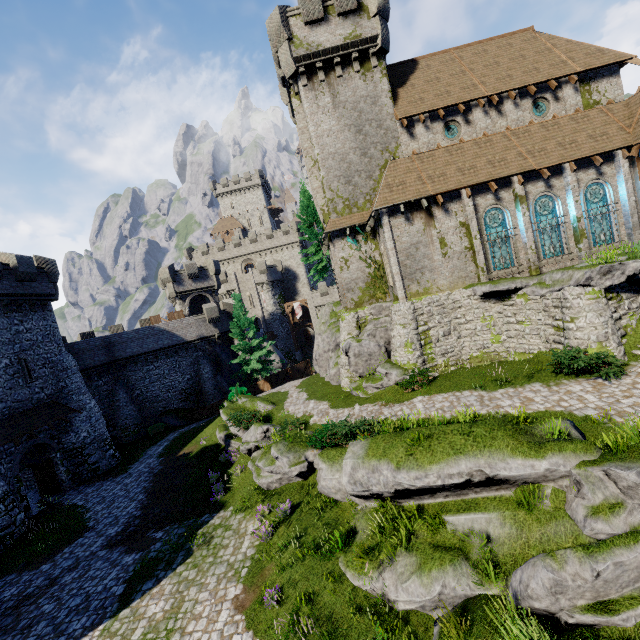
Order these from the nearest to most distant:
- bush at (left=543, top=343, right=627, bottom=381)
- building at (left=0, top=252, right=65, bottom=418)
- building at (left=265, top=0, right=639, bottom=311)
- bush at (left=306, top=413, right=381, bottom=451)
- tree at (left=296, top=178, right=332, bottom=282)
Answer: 1. bush at (left=543, top=343, right=627, bottom=381)
2. bush at (left=306, top=413, right=381, bottom=451)
3. building at (left=265, top=0, right=639, bottom=311)
4. building at (left=0, top=252, right=65, bottom=418)
5. tree at (left=296, top=178, right=332, bottom=282)

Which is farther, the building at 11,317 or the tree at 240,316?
the tree at 240,316

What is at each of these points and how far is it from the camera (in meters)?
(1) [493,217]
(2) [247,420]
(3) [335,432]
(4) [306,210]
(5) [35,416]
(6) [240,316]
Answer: (1) window glass, 19.12
(2) bush, 20.42
(3) bush, 14.72
(4) tree, 32.50
(5) awning, 21.36
(6) tree, 32.97

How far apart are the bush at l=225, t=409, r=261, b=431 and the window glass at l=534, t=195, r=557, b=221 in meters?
19.5

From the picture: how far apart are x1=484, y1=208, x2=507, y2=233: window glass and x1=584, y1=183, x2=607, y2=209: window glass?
4.5m

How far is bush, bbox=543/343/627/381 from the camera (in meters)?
12.63

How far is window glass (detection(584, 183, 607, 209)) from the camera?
18.89m

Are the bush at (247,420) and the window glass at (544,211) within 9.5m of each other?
no
